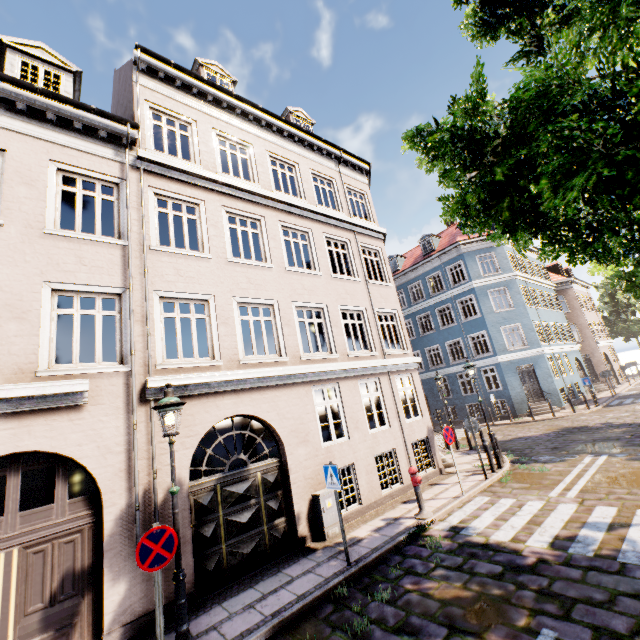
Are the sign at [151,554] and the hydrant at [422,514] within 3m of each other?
no

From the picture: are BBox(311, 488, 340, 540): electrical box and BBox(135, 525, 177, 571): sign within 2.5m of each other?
no

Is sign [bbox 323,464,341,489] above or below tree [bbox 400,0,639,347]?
below

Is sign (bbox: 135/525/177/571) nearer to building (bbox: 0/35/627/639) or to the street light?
the street light

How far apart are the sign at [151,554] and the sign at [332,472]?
3.2m

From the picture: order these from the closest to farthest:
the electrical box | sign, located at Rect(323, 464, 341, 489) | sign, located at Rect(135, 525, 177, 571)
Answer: sign, located at Rect(135, 525, 177, 571)
sign, located at Rect(323, 464, 341, 489)
the electrical box

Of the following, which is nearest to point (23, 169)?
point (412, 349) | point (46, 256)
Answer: point (46, 256)

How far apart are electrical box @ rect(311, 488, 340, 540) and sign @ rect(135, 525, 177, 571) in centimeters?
422cm
